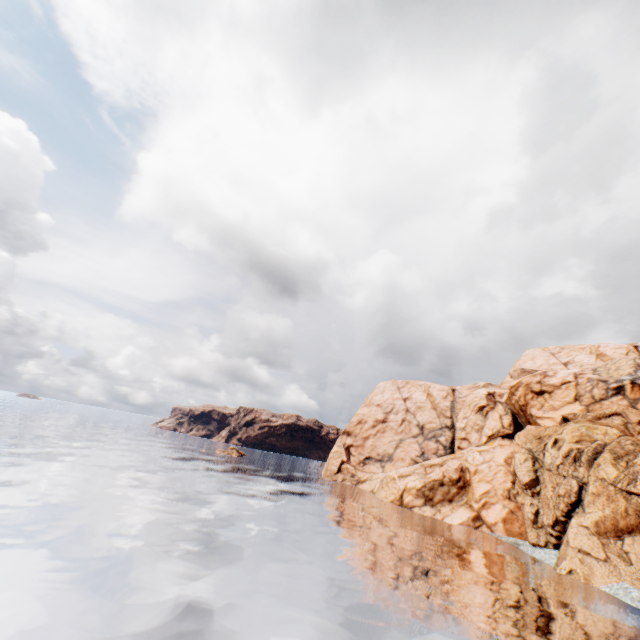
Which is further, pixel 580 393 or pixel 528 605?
pixel 580 393
